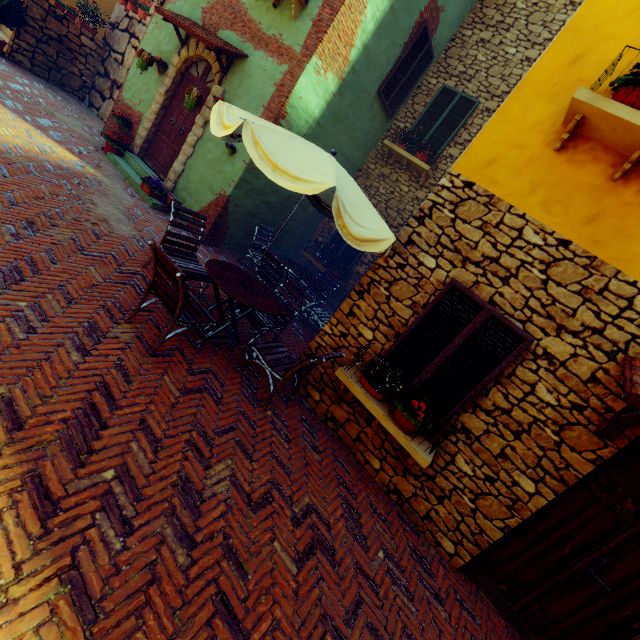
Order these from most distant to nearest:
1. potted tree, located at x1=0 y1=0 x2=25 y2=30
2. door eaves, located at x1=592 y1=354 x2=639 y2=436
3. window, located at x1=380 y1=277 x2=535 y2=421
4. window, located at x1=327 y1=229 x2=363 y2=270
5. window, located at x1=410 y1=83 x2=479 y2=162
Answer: window, located at x1=327 y1=229 x2=363 y2=270 → potted tree, located at x1=0 y1=0 x2=25 y2=30 → window, located at x1=410 y1=83 x2=479 y2=162 → window, located at x1=380 y1=277 x2=535 y2=421 → door eaves, located at x1=592 y1=354 x2=639 y2=436

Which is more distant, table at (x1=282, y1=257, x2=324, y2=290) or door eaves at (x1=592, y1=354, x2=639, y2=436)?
table at (x1=282, y1=257, x2=324, y2=290)

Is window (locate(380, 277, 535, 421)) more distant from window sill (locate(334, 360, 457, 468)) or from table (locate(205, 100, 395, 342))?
table (locate(205, 100, 395, 342))

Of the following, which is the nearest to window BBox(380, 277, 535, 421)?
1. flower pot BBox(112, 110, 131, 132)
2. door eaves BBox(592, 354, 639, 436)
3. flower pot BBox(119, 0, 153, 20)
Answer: door eaves BBox(592, 354, 639, 436)

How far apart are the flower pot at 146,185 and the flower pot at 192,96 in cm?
168

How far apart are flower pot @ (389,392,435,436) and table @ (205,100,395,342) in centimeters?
186cm

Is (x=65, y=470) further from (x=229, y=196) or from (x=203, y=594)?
(x=229, y=196)

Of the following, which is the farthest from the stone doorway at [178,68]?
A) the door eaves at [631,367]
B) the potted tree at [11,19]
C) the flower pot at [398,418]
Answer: the door eaves at [631,367]
